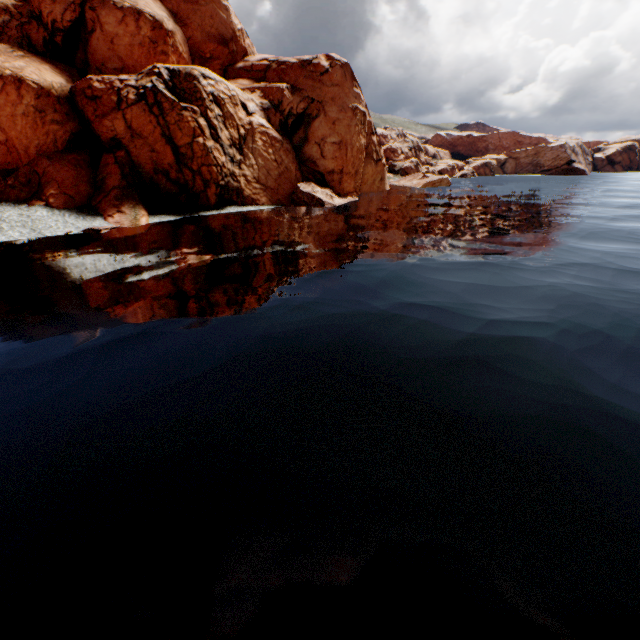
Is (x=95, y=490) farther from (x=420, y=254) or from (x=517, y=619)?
(x=420, y=254)
